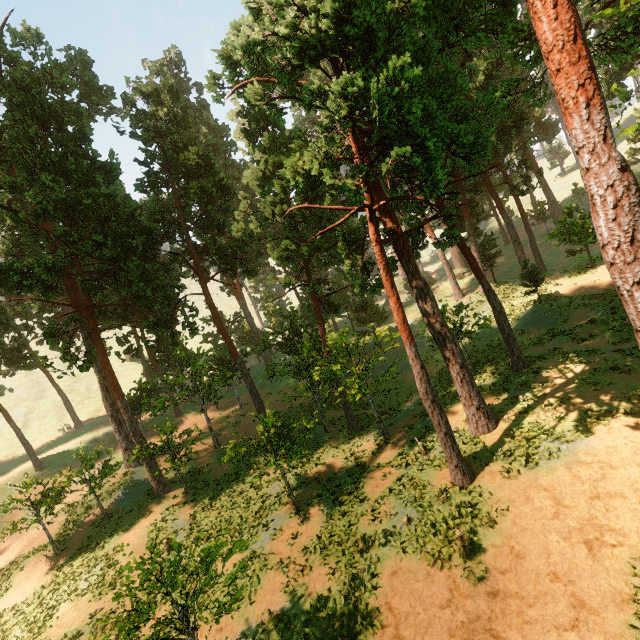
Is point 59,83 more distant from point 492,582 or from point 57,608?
point 492,582

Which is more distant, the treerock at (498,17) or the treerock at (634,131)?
the treerock at (634,131)

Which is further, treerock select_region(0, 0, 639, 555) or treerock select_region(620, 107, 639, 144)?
treerock select_region(620, 107, 639, 144)
